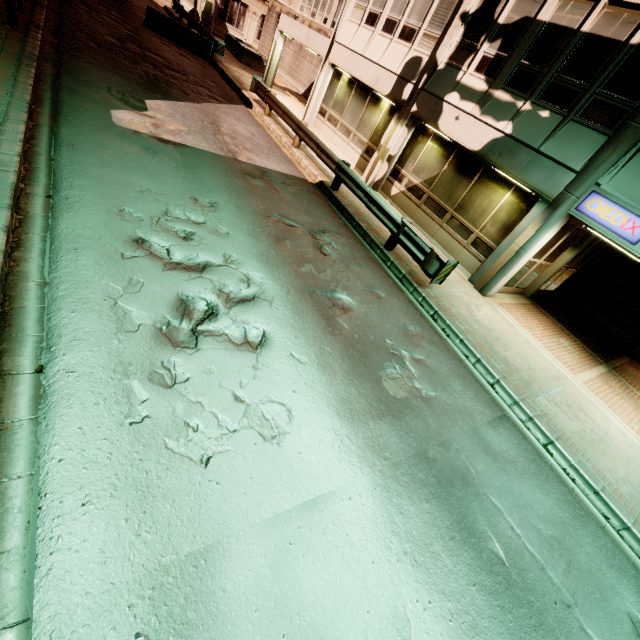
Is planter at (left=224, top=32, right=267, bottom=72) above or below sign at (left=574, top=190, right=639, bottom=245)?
below

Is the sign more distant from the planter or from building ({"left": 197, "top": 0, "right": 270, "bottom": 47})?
the planter

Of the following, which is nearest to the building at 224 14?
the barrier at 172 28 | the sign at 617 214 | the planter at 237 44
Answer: the sign at 617 214

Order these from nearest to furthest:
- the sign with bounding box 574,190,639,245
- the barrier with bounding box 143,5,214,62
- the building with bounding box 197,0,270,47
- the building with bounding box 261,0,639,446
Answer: the sign with bounding box 574,190,639,245, the building with bounding box 261,0,639,446, the barrier with bounding box 143,5,214,62, the building with bounding box 197,0,270,47

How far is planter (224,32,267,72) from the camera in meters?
23.9 m

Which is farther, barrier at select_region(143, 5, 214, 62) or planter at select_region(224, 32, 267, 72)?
planter at select_region(224, 32, 267, 72)

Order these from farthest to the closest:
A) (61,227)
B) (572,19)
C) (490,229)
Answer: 1. (490,229)
2. (572,19)
3. (61,227)

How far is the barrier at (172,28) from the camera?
18.5 meters
